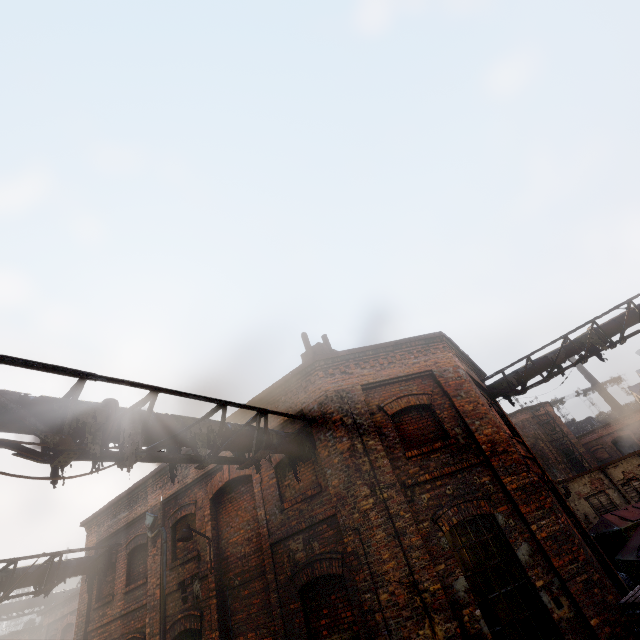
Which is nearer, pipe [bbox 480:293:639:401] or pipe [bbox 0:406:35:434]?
pipe [bbox 0:406:35:434]

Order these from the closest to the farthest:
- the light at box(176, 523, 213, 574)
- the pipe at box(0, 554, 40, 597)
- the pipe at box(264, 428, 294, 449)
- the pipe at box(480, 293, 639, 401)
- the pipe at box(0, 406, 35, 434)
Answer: the pipe at box(0, 406, 35, 434), the pipe at box(264, 428, 294, 449), the light at box(176, 523, 213, 574), the pipe at box(0, 554, 40, 597), the pipe at box(480, 293, 639, 401)

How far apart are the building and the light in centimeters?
5224cm

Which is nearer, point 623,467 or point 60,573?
point 60,573

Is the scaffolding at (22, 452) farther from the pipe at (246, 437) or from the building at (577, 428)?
the building at (577, 428)

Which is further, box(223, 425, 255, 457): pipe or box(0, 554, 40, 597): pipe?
box(0, 554, 40, 597): pipe

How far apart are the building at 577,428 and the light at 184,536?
52.2 meters

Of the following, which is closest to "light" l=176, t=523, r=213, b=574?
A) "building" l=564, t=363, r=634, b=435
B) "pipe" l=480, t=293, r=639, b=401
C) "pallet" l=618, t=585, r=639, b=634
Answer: "pallet" l=618, t=585, r=639, b=634
